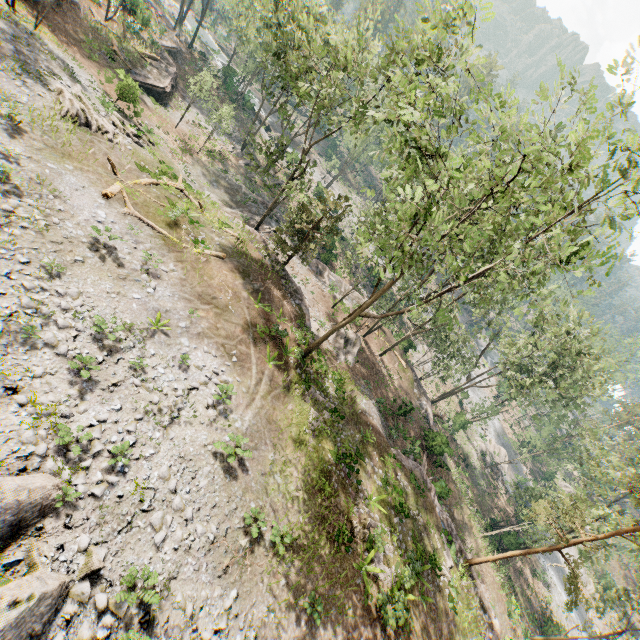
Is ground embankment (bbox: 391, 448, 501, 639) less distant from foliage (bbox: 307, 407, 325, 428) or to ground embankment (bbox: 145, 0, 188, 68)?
foliage (bbox: 307, 407, 325, 428)

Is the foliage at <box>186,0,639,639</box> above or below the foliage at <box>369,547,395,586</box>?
above

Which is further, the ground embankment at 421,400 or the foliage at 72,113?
the ground embankment at 421,400

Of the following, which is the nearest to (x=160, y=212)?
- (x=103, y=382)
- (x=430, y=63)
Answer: (x=103, y=382)

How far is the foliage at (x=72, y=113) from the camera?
18.3m

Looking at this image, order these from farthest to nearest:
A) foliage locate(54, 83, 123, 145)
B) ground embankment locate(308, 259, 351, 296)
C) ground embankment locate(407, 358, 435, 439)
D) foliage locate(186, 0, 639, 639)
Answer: ground embankment locate(308, 259, 351, 296)
ground embankment locate(407, 358, 435, 439)
foliage locate(54, 83, 123, 145)
foliage locate(186, 0, 639, 639)

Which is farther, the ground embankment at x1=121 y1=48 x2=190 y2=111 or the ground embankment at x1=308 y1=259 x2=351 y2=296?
the ground embankment at x1=308 y1=259 x2=351 y2=296

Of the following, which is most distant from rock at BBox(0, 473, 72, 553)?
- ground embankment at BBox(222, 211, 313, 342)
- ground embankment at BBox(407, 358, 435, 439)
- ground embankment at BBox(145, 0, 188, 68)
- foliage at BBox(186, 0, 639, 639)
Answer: ground embankment at BBox(145, 0, 188, 68)
